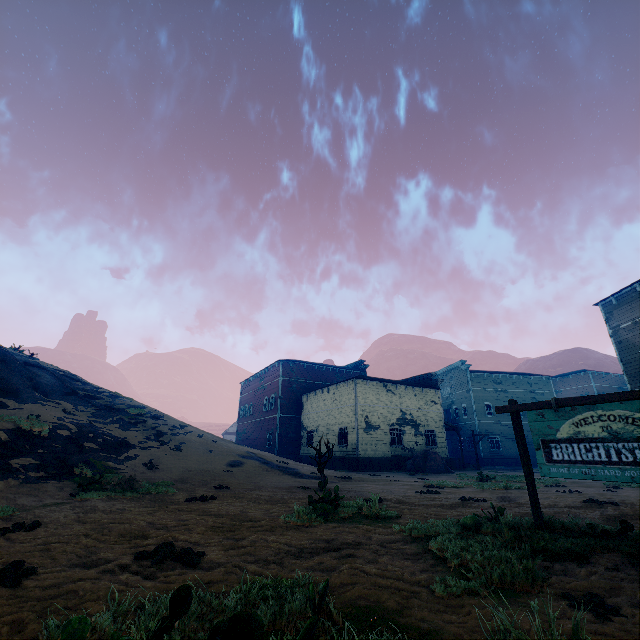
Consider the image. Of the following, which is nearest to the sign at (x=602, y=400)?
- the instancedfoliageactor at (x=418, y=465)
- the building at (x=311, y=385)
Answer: the building at (x=311, y=385)

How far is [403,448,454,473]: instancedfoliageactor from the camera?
23.6m

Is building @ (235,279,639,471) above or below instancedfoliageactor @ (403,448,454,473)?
above

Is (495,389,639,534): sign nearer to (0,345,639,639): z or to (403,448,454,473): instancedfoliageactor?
(0,345,639,639): z

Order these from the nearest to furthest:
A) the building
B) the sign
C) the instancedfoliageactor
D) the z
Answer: the z, the sign, the instancedfoliageactor, the building

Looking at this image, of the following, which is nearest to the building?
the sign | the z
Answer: the z

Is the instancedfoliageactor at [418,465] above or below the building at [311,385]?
below

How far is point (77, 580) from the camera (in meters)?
3.42
